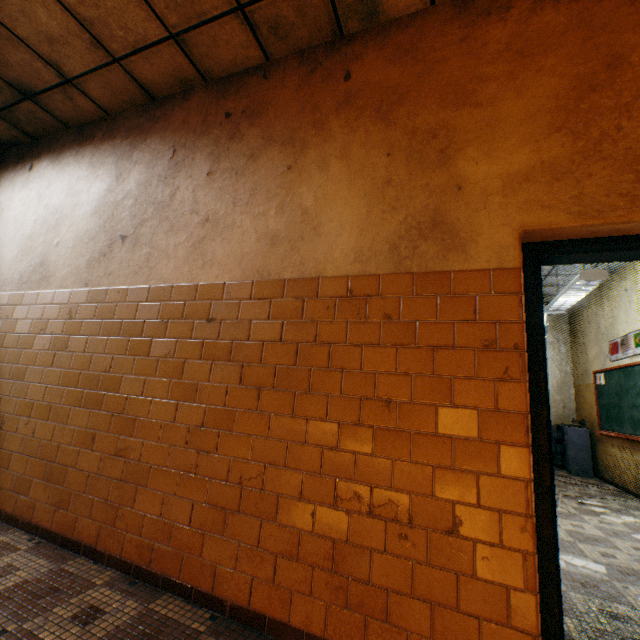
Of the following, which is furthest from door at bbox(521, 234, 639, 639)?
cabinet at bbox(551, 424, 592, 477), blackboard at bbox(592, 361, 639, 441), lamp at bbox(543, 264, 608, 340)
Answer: cabinet at bbox(551, 424, 592, 477)

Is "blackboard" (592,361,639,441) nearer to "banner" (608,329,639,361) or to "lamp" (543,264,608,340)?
"banner" (608,329,639,361)

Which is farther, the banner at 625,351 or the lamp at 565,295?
the banner at 625,351

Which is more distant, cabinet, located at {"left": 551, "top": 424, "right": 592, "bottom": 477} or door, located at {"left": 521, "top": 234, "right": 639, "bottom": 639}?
cabinet, located at {"left": 551, "top": 424, "right": 592, "bottom": 477}

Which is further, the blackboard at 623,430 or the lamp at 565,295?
the blackboard at 623,430

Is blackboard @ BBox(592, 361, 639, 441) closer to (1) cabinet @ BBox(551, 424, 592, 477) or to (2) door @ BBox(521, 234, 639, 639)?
(1) cabinet @ BBox(551, 424, 592, 477)

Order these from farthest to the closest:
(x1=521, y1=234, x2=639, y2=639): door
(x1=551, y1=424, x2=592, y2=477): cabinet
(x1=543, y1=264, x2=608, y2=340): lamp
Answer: (x1=551, y1=424, x2=592, y2=477): cabinet → (x1=543, y1=264, x2=608, y2=340): lamp → (x1=521, y1=234, x2=639, y2=639): door

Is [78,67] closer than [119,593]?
No
